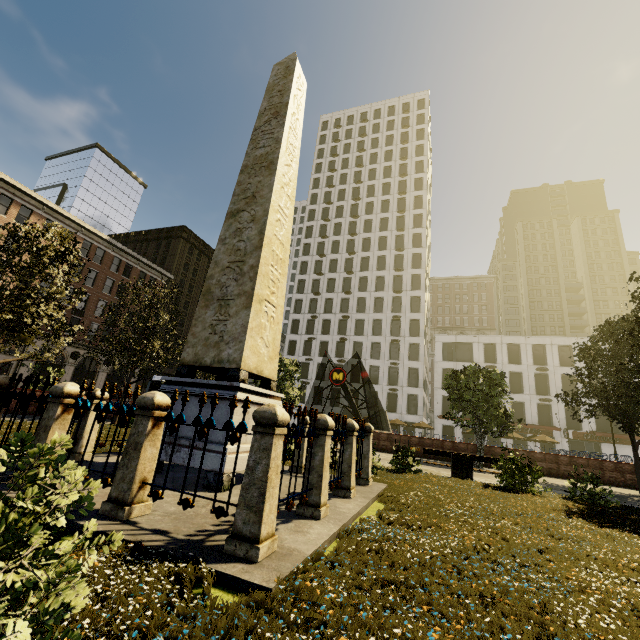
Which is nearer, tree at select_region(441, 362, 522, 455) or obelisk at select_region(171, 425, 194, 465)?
obelisk at select_region(171, 425, 194, 465)

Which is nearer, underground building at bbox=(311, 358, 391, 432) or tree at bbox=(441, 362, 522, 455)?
tree at bbox=(441, 362, 522, 455)

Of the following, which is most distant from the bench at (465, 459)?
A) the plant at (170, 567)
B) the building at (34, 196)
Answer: the building at (34, 196)

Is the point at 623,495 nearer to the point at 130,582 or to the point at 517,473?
the point at 517,473

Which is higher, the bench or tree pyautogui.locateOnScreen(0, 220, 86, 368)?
tree pyautogui.locateOnScreen(0, 220, 86, 368)

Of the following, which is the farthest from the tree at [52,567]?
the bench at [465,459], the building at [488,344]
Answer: the building at [488,344]

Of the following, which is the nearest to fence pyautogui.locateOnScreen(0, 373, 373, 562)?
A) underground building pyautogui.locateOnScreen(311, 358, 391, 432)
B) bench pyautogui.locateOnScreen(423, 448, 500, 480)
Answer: bench pyautogui.locateOnScreen(423, 448, 500, 480)

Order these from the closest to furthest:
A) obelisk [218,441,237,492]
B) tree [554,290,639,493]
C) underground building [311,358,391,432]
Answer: obelisk [218,441,237,492]
tree [554,290,639,493]
underground building [311,358,391,432]
